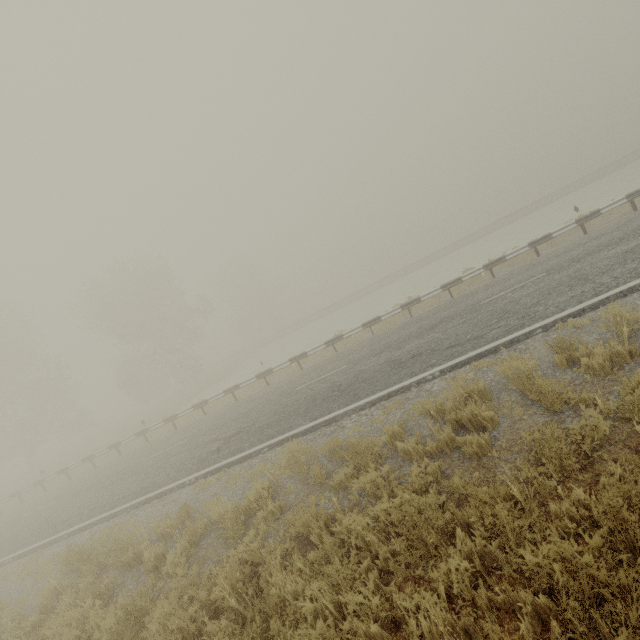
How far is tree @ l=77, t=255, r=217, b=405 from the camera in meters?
33.4

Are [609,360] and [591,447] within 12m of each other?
yes

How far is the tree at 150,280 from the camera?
33.38m

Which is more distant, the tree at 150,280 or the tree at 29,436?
the tree at 150,280

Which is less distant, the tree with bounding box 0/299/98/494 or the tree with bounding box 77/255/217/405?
the tree with bounding box 0/299/98/494
